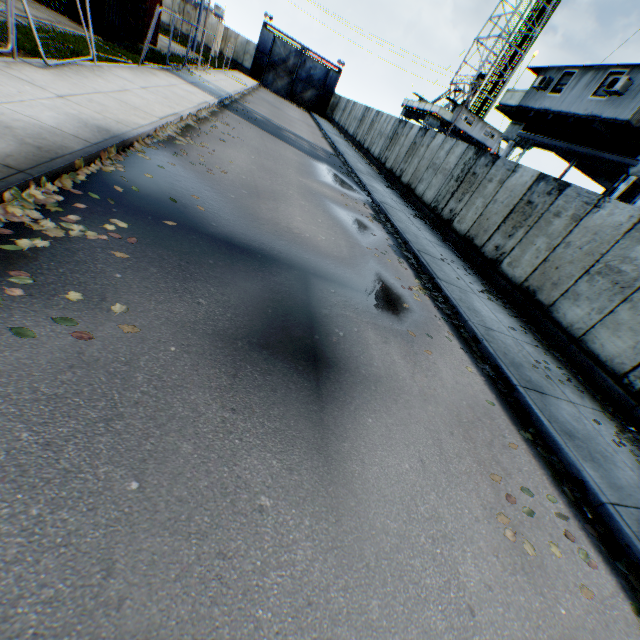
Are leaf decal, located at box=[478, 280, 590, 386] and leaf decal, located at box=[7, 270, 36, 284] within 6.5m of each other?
no

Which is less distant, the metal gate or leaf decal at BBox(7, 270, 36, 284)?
leaf decal at BBox(7, 270, 36, 284)

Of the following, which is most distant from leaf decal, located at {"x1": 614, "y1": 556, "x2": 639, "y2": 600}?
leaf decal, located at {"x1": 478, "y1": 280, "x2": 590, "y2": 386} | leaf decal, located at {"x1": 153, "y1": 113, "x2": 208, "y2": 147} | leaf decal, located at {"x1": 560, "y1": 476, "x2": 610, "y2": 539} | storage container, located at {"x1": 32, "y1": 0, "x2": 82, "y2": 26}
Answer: storage container, located at {"x1": 32, "y1": 0, "x2": 82, "y2": 26}

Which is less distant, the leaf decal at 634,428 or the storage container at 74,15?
the leaf decal at 634,428

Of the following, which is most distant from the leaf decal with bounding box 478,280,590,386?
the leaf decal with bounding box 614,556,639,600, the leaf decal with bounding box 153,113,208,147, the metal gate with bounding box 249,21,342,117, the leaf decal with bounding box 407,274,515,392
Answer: the metal gate with bounding box 249,21,342,117

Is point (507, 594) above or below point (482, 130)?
below

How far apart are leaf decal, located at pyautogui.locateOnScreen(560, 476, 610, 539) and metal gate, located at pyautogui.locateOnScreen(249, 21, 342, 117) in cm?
5137

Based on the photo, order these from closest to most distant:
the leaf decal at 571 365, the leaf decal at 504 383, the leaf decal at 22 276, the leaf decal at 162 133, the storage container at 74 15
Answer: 1. the leaf decal at 22 276
2. the leaf decal at 504 383
3. the leaf decal at 571 365
4. the leaf decal at 162 133
5. the storage container at 74 15
